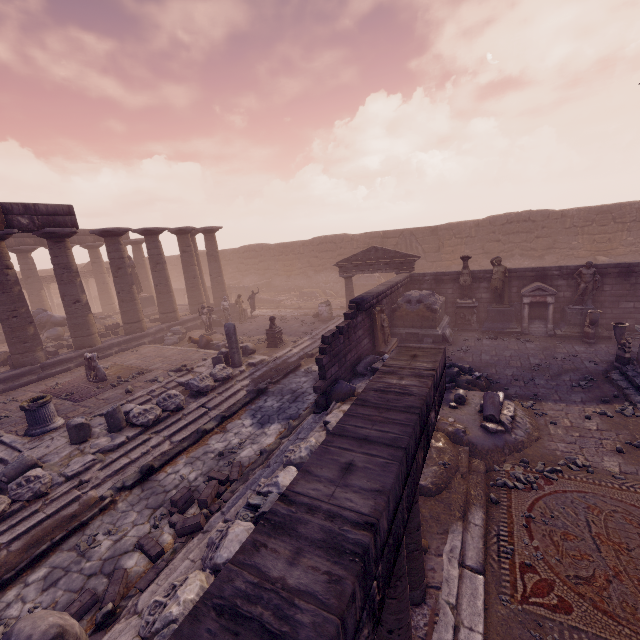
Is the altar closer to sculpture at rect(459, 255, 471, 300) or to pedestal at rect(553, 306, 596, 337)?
pedestal at rect(553, 306, 596, 337)

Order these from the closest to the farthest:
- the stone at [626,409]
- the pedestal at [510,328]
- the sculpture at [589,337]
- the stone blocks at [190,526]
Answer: the stone blocks at [190,526] < the stone at [626,409] < the sculpture at [589,337] < the pedestal at [510,328]

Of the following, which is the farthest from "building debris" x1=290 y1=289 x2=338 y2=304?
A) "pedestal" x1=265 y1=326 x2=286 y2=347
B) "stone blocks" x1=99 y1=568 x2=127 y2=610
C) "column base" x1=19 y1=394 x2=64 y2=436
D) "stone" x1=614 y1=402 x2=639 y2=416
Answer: "stone blocks" x1=99 y1=568 x2=127 y2=610

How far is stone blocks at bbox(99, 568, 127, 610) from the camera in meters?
4.6

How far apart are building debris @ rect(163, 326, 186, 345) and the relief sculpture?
11.0 meters

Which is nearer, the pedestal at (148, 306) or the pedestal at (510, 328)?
the pedestal at (510, 328)

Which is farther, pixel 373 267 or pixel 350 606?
pixel 373 267

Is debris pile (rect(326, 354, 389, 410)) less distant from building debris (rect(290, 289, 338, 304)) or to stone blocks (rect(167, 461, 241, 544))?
stone blocks (rect(167, 461, 241, 544))
